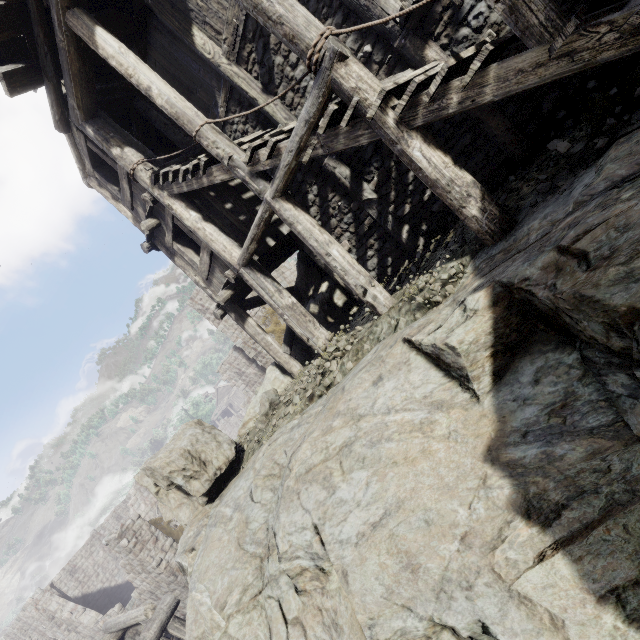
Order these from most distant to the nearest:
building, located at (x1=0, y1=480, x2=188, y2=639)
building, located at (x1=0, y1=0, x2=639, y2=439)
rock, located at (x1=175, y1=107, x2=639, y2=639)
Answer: building, located at (x1=0, y1=480, x2=188, y2=639)
building, located at (x1=0, y1=0, x2=639, y2=439)
rock, located at (x1=175, y1=107, x2=639, y2=639)

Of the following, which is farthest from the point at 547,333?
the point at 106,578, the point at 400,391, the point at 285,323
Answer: the point at 106,578

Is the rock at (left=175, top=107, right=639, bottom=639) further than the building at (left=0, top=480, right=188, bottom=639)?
No

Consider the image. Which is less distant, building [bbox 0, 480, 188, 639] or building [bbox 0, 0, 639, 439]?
building [bbox 0, 0, 639, 439]

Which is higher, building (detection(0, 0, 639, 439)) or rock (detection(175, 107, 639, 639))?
building (detection(0, 0, 639, 439))

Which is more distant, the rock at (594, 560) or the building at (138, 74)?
the building at (138, 74)

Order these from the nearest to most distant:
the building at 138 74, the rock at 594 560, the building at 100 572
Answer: the rock at 594 560 < the building at 138 74 < the building at 100 572
